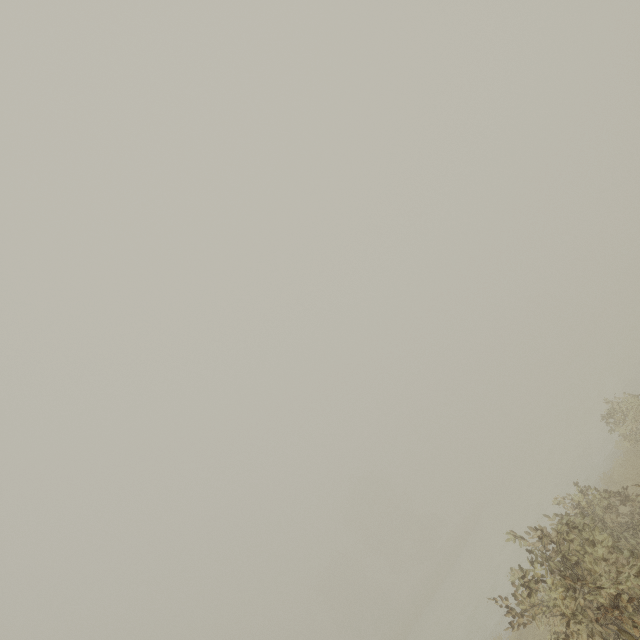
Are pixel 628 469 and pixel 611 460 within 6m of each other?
yes
